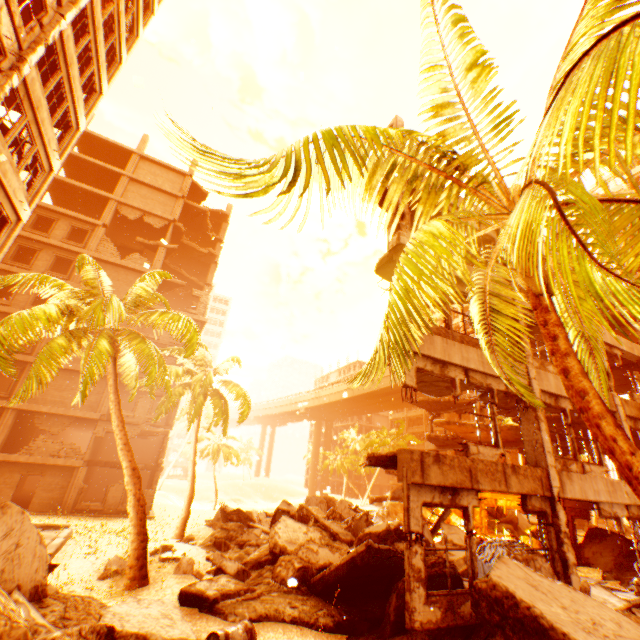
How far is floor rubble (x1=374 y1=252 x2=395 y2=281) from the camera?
10.09m

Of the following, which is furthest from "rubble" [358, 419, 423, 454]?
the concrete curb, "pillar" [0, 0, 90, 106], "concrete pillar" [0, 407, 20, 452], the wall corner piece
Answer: "concrete pillar" [0, 407, 20, 452]

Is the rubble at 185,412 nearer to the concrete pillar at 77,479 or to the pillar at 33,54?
the pillar at 33,54

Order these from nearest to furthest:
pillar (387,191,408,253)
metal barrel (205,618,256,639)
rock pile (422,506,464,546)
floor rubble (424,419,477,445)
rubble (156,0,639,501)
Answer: rubble (156,0,639,501)
metal barrel (205,618,256,639)
pillar (387,191,408,253)
rock pile (422,506,464,546)
floor rubble (424,419,477,445)

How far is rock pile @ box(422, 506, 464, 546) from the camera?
11.96m

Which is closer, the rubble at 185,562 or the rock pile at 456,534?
the rubble at 185,562

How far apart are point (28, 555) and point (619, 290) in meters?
10.0

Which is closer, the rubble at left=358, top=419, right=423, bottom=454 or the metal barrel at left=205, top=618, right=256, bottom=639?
the metal barrel at left=205, top=618, right=256, bottom=639
